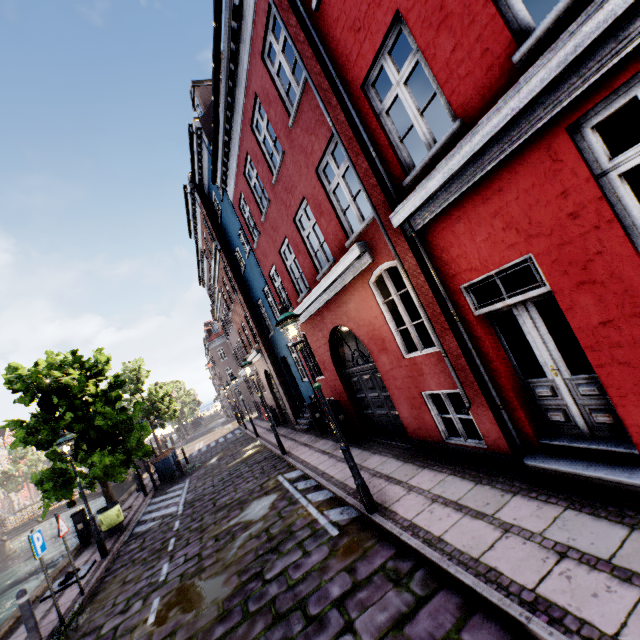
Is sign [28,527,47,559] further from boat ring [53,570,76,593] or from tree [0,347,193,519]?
tree [0,347,193,519]

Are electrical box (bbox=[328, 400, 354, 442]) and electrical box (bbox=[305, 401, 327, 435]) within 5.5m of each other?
yes

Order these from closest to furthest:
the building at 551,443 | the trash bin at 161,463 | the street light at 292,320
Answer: the building at 551,443 → the street light at 292,320 → the trash bin at 161,463

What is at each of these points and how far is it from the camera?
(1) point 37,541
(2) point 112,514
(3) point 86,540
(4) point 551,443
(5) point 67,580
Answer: (1) sign, 6.62m
(2) trash bin, 11.52m
(3) electrical box, 11.68m
(4) building, 4.49m
(5) boat ring, 8.59m

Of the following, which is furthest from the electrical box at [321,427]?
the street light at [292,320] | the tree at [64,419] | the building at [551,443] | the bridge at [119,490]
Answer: the bridge at [119,490]

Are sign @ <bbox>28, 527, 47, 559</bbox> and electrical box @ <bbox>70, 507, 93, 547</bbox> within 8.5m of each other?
yes

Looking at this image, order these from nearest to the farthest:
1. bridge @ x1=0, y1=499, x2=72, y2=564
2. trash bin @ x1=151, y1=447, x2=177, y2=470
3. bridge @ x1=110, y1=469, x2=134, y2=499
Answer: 1. trash bin @ x1=151, y1=447, x2=177, y2=470
2. bridge @ x1=0, y1=499, x2=72, y2=564
3. bridge @ x1=110, y1=469, x2=134, y2=499

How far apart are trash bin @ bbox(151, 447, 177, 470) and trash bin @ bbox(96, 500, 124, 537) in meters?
5.4 m
